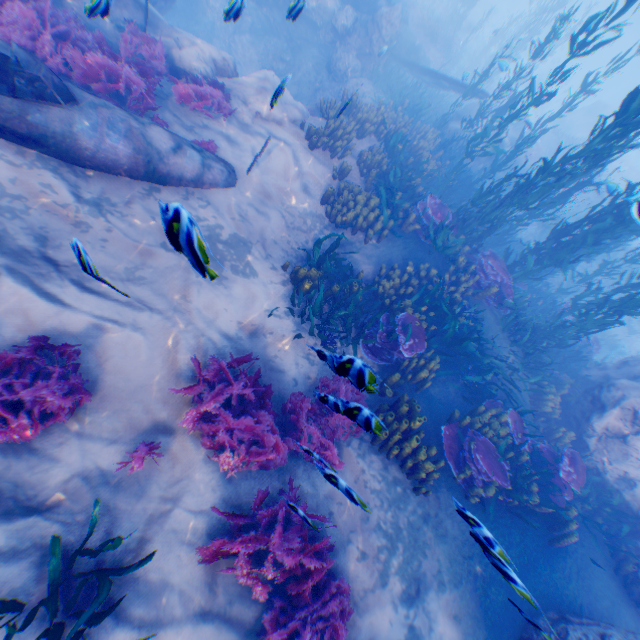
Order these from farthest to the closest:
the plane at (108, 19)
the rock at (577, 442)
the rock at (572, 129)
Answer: the rock at (572, 129) < the rock at (577, 442) < the plane at (108, 19)

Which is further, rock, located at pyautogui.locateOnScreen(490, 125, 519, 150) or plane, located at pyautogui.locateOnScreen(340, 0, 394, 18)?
rock, located at pyautogui.locateOnScreen(490, 125, 519, 150)

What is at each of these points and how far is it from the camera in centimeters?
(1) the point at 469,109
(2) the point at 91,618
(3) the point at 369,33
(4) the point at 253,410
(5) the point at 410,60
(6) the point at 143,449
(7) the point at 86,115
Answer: (1) rock, 1755cm
(2) instancedfoliageactor, 327cm
(3) rock, 1429cm
(4) instancedfoliageactor, 497cm
(5) plane, 1725cm
(6) instancedfoliageactor, 409cm
(7) plane, 515cm

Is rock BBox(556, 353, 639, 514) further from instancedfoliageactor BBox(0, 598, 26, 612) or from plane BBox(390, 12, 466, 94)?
instancedfoliageactor BBox(0, 598, 26, 612)

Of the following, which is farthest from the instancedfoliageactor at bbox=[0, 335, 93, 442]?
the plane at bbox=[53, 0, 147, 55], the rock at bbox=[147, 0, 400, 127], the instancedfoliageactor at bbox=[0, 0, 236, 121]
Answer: the instancedfoliageactor at bbox=[0, 0, 236, 121]

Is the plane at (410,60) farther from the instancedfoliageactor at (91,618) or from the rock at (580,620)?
the instancedfoliageactor at (91,618)

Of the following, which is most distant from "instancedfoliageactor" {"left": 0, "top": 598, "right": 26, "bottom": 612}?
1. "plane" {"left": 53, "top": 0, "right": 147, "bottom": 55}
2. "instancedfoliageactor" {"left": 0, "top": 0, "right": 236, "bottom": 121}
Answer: "instancedfoliageactor" {"left": 0, "top": 0, "right": 236, "bottom": 121}

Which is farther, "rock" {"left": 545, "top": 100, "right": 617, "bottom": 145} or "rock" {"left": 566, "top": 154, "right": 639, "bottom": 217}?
"rock" {"left": 545, "top": 100, "right": 617, "bottom": 145}
